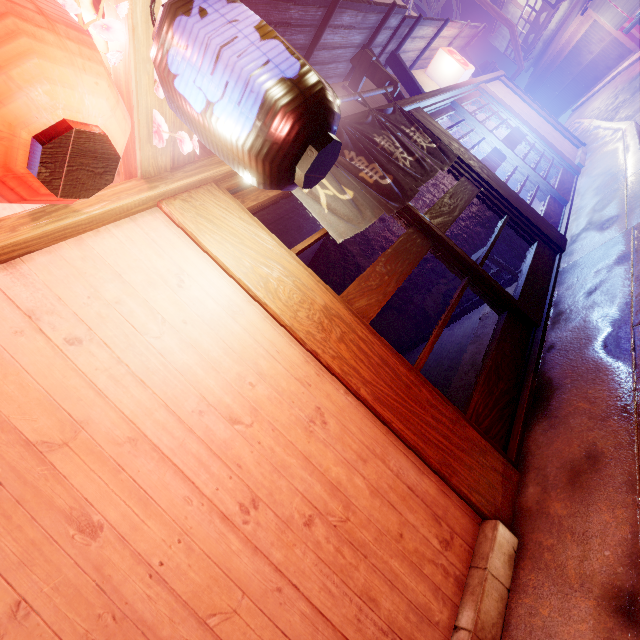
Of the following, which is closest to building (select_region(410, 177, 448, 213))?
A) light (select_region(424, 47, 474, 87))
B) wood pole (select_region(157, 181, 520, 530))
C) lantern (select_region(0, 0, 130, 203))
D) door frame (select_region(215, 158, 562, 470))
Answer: door frame (select_region(215, 158, 562, 470))

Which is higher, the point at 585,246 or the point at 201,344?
the point at 201,344

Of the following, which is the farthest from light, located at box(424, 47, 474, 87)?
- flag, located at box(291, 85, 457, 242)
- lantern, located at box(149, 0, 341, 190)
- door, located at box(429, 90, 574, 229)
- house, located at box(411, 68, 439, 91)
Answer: lantern, located at box(149, 0, 341, 190)

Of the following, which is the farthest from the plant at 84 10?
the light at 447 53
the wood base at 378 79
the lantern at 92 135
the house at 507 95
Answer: the house at 507 95

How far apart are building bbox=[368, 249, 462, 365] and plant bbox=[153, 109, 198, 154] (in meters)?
7.58

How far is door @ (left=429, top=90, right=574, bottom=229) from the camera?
9.6m

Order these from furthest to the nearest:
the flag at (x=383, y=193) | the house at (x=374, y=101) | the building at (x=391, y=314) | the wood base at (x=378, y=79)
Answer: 1. the building at (x=391, y=314)
2. the house at (x=374, y=101)
3. the wood base at (x=378, y=79)
4. the flag at (x=383, y=193)

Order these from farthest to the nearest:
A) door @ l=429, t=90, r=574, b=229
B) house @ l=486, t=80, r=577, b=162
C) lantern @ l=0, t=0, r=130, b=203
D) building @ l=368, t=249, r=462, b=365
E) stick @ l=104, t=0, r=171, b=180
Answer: house @ l=486, t=80, r=577, b=162 → building @ l=368, t=249, r=462, b=365 → door @ l=429, t=90, r=574, b=229 → stick @ l=104, t=0, r=171, b=180 → lantern @ l=0, t=0, r=130, b=203
